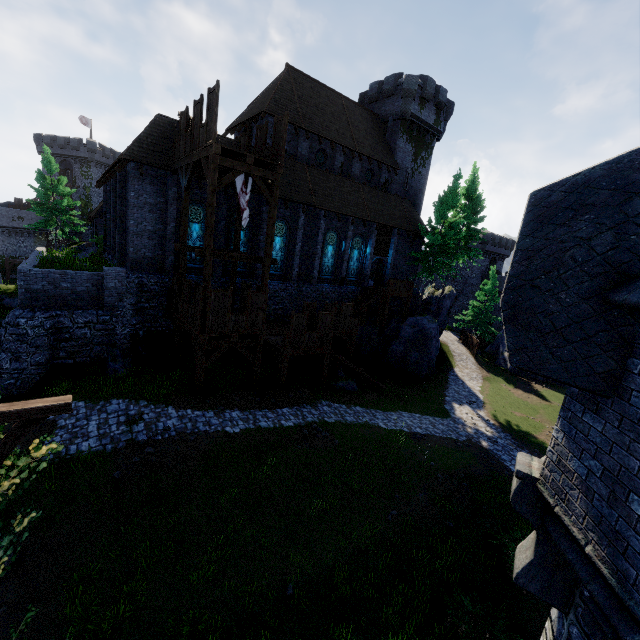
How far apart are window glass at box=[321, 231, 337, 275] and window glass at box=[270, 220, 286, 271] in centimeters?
351cm

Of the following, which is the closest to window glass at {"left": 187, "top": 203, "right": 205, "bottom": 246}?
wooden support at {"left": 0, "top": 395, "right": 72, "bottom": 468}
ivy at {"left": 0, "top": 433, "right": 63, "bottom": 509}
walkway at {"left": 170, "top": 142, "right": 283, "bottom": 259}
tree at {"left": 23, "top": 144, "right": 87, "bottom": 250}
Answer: walkway at {"left": 170, "top": 142, "right": 283, "bottom": 259}

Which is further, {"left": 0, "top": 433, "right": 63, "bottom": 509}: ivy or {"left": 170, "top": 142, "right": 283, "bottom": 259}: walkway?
{"left": 170, "top": 142, "right": 283, "bottom": 259}: walkway

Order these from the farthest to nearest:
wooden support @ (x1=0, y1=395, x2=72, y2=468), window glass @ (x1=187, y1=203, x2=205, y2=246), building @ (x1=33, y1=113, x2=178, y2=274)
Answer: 1. window glass @ (x1=187, y1=203, x2=205, y2=246)
2. building @ (x1=33, y1=113, x2=178, y2=274)
3. wooden support @ (x1=0, y1=395, x2=72, y2=468)

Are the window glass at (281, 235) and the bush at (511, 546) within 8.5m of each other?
no

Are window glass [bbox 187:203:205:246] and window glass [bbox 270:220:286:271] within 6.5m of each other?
yes

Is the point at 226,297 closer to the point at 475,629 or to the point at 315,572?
the point at 315,572

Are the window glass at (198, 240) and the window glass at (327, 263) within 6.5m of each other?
no
